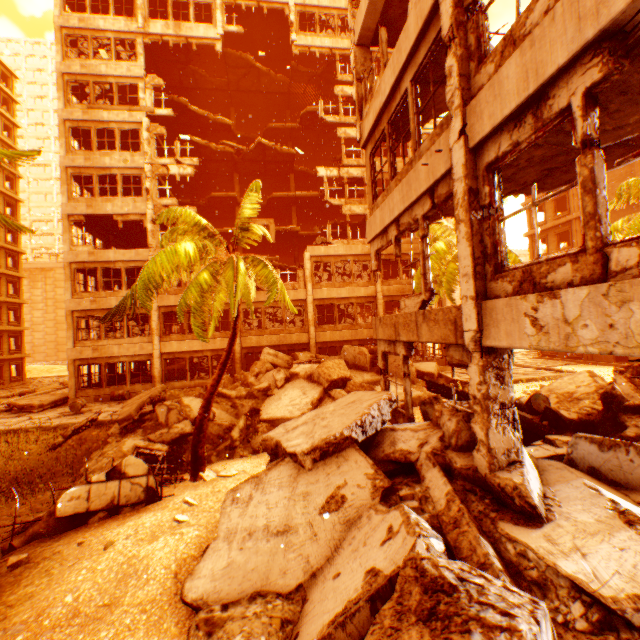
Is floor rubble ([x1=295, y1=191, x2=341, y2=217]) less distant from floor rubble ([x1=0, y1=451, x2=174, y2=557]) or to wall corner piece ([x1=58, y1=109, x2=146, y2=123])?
wall corner piece ([x1=58, y1=109, x2=146, y2=123])

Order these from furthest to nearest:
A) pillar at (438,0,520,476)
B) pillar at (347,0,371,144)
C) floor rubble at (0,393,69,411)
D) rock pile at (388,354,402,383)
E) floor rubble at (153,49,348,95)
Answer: floor rubble at (153,49,348,95) → floor rubble at (0,393,69,411) → rock pile at (388,354,402,383) → pillar at (347,0,371,144) → pillar at (438,0,520,476)

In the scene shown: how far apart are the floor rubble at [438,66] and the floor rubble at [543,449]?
8.54m

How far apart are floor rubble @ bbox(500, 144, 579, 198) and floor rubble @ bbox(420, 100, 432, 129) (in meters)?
2.47

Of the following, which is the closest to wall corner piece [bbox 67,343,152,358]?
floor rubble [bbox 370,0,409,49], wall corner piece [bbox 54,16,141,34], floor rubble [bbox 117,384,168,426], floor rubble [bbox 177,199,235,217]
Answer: floor rubble [bbox 117,384,168,426]

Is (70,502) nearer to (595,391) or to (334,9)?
(595,391)

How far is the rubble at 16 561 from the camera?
5.7 meters

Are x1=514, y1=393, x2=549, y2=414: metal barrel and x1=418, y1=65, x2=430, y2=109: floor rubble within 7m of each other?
no
